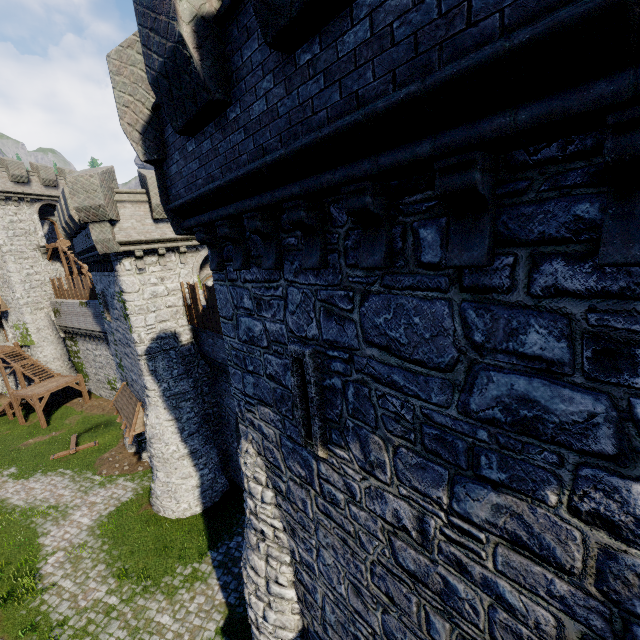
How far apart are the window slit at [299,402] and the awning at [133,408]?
15.5 meters

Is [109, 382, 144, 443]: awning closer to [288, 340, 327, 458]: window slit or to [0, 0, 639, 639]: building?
[0, 0, 639, 639]: building

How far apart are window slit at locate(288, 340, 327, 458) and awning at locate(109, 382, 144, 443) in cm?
1546

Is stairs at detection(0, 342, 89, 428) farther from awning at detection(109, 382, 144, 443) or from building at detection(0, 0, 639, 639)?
awning at detection(109, 382, 144, 443)

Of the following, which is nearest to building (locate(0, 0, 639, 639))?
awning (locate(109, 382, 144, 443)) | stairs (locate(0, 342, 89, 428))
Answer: awning (locate(109, 382, 144, 443))

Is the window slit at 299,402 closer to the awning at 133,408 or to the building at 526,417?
the building at 526,417

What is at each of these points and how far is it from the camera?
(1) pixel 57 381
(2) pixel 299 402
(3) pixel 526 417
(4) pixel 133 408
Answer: (1) stairs, 29.91m
(2) window slit, 5.23m
(3) building, 2.73m
(4) awning, 18.41m

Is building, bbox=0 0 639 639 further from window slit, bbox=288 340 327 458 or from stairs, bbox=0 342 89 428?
stairs, bbox=0 342 89 428
